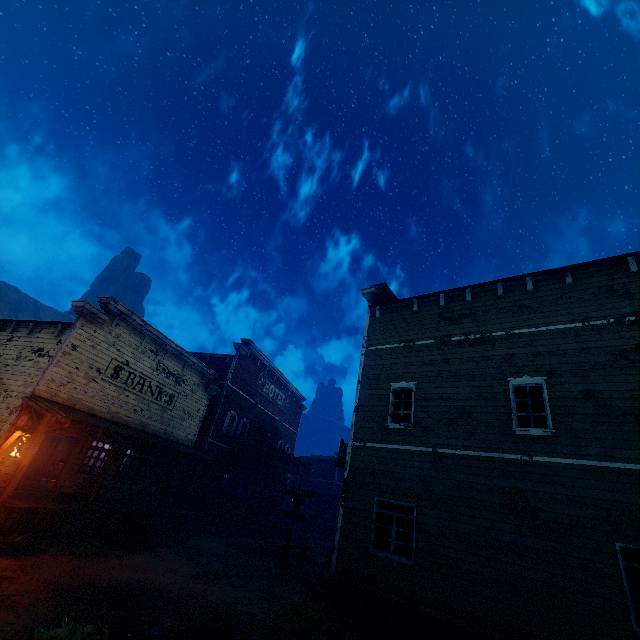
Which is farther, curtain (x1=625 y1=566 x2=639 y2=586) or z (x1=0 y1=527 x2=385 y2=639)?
curtain (x1=625 y1=566 x2=639 y2=586)

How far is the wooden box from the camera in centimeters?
1930cm

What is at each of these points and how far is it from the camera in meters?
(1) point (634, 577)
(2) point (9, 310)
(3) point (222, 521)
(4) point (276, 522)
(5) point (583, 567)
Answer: (1) curtain, 6.9
(2) z, 55.9
(3) wooden box, 19.5
(4) building, 24.5
(5) building, 7.3

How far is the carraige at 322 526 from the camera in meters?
28.4 m

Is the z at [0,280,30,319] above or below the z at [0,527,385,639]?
above

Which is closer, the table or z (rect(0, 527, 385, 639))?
z (rect(0, 527, 385, 639))

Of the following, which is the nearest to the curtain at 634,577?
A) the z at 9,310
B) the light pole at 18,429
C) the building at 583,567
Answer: the building at 583,567

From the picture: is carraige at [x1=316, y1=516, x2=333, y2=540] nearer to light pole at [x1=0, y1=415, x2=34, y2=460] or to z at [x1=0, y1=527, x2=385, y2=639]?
z at [x1=0, y1=527, x2=385, y2=639]
